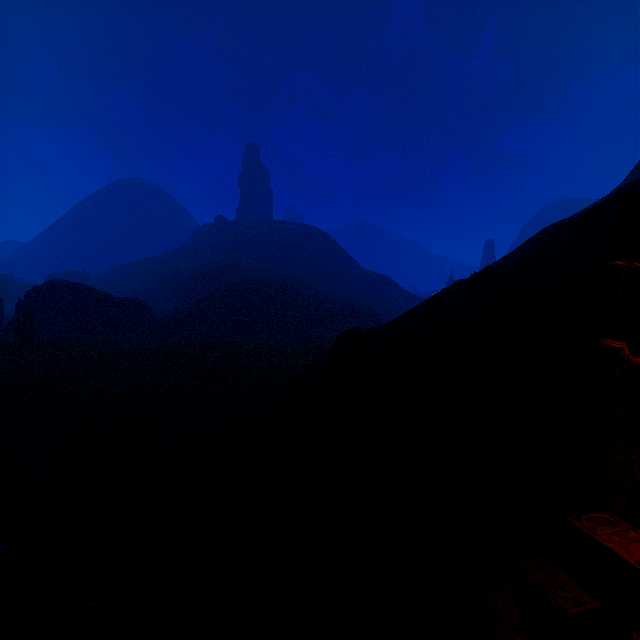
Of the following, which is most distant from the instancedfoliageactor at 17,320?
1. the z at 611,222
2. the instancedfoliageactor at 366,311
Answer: the instancedfoliageactor at 366,311

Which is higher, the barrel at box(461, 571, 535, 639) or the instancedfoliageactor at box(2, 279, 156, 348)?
the instancedfoliageactor at box(2, 279, 156, 348)

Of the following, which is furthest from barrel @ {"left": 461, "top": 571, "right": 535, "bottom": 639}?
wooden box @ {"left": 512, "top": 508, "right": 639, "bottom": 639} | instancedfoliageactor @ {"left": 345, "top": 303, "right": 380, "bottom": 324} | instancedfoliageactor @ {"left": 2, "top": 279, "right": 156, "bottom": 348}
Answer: instancedfoliageactor @ {"left": 345, "top": 303, "right": 380, "bottom": 324}

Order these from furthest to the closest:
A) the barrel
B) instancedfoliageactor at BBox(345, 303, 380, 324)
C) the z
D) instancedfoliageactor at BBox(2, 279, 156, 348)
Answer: instancedfoliageactor at BBox(345, 303, 380, 324) → instancedfoliageactor at BBox(2, 279, 156, 348) → the z → the barrel

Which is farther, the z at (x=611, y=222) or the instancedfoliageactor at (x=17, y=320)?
the instancedfoliageactor at (x=17, y=320)

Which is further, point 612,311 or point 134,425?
point 134,425

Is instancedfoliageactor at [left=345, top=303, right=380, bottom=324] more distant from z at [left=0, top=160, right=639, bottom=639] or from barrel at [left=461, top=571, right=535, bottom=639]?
barrel at [left=461, top=571, right=535, bottom=639]

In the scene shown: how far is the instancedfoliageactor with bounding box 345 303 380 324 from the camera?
45.8 meters
